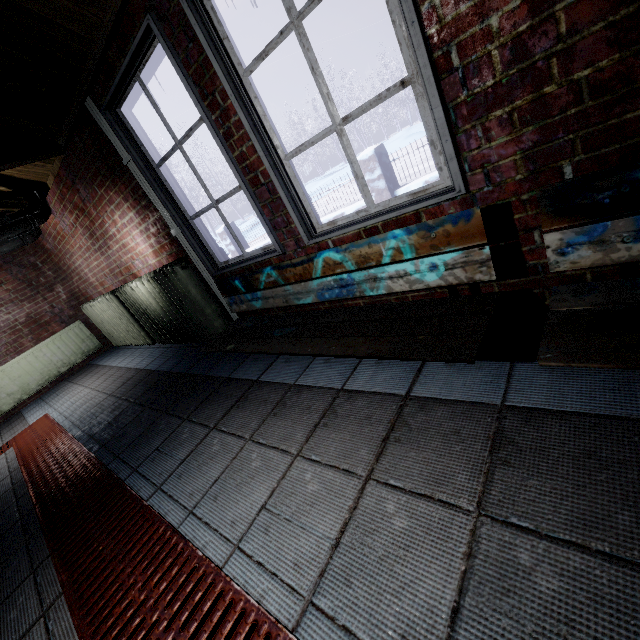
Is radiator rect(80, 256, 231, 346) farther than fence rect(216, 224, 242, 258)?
Answer: No

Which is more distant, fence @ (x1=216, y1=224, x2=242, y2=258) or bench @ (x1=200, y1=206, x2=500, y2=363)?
fence @ (x1=216, y1=224, x2=242, y2=258)

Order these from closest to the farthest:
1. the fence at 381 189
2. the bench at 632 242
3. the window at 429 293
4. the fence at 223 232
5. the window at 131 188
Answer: the bench at 632 242, the window at 429 293, the window at 131 188, the fence at 381 189, the fence at 223 232

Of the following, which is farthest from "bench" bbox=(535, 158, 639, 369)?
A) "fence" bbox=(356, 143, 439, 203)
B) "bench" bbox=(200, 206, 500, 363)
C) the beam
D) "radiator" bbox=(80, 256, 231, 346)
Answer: "fence" bbox=(356, 143, 439, 203)

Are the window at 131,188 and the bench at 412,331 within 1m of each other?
yes

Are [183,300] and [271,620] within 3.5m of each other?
yes

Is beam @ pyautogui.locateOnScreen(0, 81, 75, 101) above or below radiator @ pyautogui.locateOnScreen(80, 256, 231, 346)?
above

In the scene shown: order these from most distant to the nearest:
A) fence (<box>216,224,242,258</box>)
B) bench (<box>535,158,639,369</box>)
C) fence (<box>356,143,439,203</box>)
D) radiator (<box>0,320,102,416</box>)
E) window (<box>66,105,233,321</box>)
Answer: fence (<box>216,224,242,258</box>), fence (<box>356,143,439,203</box>), radiator (<box>0,320,102,416</box>), window (<box>66,105,233,321</box>), bench (<box>535,158,639,369</box>)
